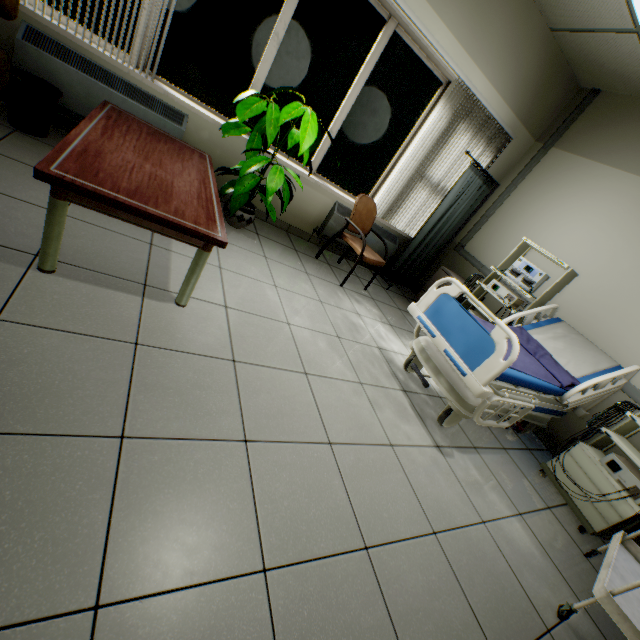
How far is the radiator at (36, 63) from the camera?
2.4m

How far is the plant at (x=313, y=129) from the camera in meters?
2.5

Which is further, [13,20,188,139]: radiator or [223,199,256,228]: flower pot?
[223,199,256,228]: flower pot

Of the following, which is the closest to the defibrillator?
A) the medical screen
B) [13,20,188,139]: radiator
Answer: the medical screen

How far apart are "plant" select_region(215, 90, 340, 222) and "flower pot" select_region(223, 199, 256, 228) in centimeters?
21cm

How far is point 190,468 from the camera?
1.3 meters

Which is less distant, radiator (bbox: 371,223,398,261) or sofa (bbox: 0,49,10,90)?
sofa (bbox: 0,49,10,90)

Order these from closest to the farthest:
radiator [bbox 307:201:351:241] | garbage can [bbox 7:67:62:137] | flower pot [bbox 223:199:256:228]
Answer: garbage can [bbox 7:67:62:137]
flower pot [bbox 223:199:256:228]
radiator [bbox 307:201:351:241]
